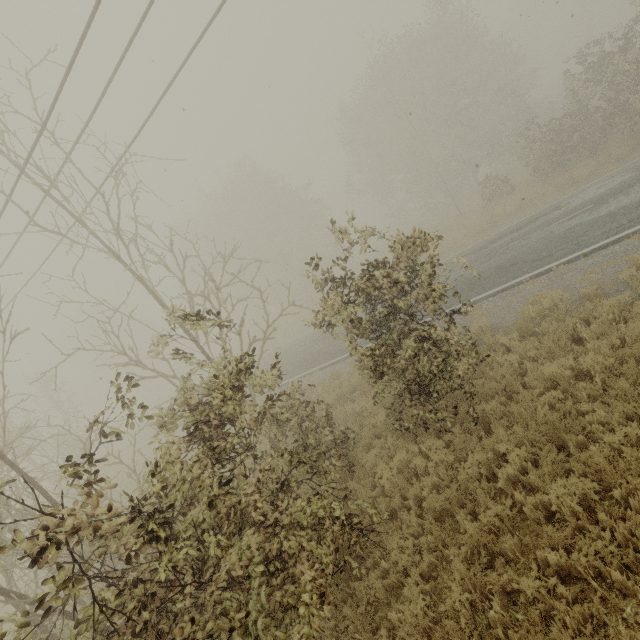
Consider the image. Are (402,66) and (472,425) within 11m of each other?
no
